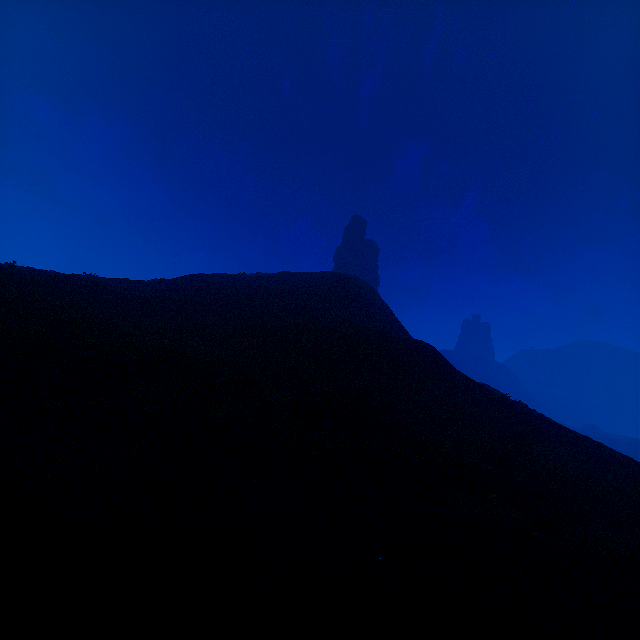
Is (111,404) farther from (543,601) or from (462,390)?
(462,390)
